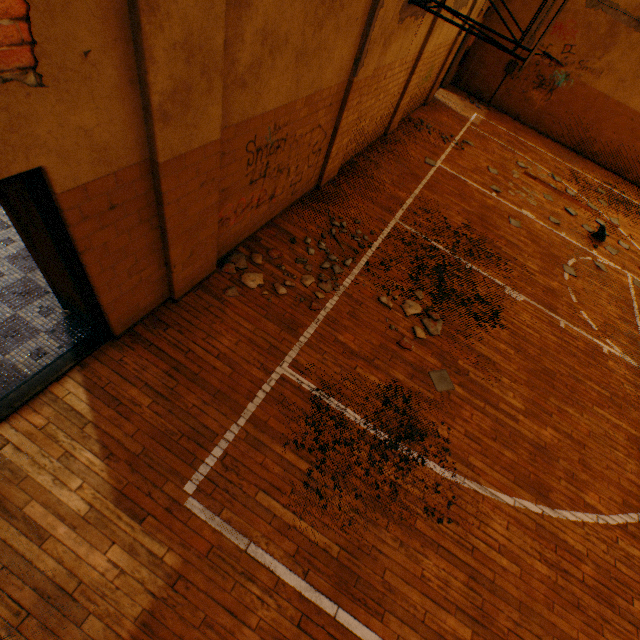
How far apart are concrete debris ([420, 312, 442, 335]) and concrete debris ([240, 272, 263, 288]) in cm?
249

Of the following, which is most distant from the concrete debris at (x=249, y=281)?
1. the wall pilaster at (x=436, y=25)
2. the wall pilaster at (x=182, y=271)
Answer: the wall pilaster at (x=436, y=25)

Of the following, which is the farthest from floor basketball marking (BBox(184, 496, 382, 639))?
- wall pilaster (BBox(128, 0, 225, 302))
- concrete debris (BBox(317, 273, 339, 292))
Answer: wall pilaster (BBox(128, 0, 225, 302))

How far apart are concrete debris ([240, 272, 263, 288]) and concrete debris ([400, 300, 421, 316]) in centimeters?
232cm

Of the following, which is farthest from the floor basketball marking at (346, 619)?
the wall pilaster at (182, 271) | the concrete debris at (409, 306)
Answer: the wall pilaster at (182, 271)

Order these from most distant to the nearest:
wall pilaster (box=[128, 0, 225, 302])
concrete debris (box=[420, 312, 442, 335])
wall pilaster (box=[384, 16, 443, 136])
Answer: wall pilaster (box=[384, 16, 443, 136]) < concrete debris (box=[420, 312, 442, 335]) < wall pilaster (box=[128, 0, 225, 302])

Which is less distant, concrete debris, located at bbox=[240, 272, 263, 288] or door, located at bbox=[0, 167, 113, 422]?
door, located at bbox=[0, 167, 113, 422]

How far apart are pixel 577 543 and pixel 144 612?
4.8 meters
